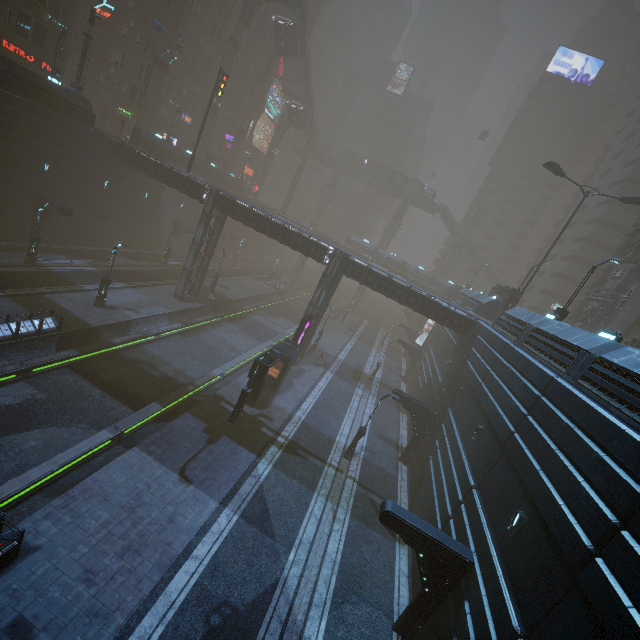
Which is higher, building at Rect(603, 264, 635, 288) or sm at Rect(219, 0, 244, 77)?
sm at Rect(219, 0, 244, 77)

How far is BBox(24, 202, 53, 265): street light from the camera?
25.47m

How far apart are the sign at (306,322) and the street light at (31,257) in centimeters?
2147cm

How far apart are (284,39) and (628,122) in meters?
58.7

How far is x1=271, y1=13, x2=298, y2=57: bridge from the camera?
47.4m

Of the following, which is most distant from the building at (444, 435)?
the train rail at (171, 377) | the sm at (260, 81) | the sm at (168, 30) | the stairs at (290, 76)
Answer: the stairs at (290, 76)

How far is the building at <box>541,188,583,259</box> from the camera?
57.21m

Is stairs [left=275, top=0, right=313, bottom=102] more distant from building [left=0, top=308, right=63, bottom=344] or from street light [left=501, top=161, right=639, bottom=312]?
street light [left=501, top=161, right=639, bottom=312]
